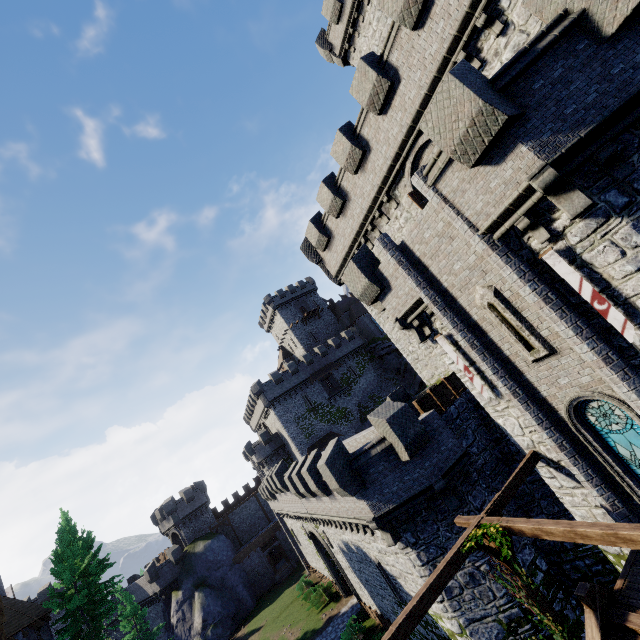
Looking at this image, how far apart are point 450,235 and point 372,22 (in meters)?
23.89

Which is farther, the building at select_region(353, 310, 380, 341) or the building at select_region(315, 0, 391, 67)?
the building at select_region(353, 310, 380, 341)

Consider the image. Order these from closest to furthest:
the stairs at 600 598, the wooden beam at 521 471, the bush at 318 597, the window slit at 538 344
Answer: the stairs at 600 598, the window slit at 538 344, the wooden beam at 521 471, the bush at 318 597

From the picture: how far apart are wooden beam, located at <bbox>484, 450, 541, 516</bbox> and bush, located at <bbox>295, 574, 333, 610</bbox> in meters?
30.4

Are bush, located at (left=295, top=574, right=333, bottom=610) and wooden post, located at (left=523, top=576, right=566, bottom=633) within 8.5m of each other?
no

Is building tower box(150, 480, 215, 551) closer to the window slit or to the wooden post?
the wooden post

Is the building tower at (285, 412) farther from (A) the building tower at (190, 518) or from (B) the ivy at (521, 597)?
(B) the ivy at (521, 597)

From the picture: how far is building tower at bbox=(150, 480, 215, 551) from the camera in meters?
46.5
